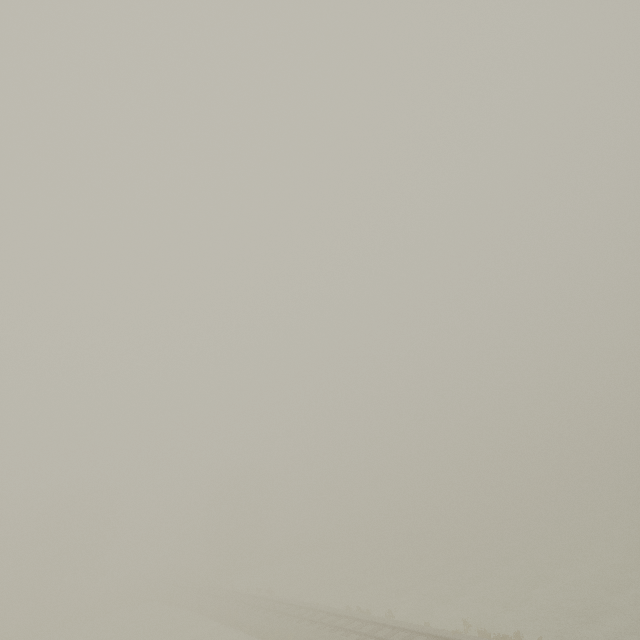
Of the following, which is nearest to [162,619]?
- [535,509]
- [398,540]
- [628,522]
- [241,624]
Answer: [241,624]
